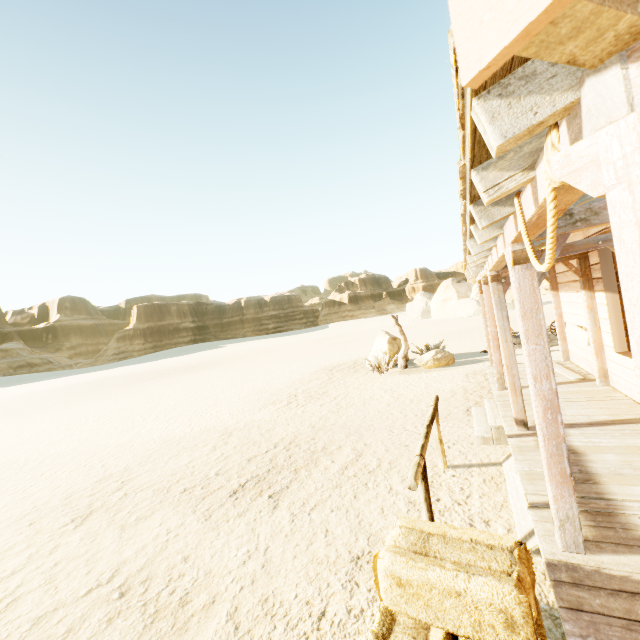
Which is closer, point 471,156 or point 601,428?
point 471,156

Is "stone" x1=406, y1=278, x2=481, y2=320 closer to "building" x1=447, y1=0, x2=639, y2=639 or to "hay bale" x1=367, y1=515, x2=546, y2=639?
"building" x1=447, y1=0, x2=639, y2=639

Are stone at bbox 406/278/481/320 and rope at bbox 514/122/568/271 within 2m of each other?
no

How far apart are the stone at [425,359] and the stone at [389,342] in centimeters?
109cm

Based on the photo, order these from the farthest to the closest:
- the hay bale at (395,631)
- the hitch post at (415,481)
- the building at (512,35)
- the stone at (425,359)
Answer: the stone at (425,359) → the hitch post at (415,481) → the hay bale at (395,631) → the building at (512,35)

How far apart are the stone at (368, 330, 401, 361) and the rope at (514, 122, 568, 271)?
12.72m

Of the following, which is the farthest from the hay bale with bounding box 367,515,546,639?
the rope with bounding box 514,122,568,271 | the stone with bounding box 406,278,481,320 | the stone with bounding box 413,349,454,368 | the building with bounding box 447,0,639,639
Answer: the stone with bounding box 406,278,481,320

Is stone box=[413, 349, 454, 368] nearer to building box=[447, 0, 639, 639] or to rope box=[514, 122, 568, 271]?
building box=[447, 0, 639, 639]
